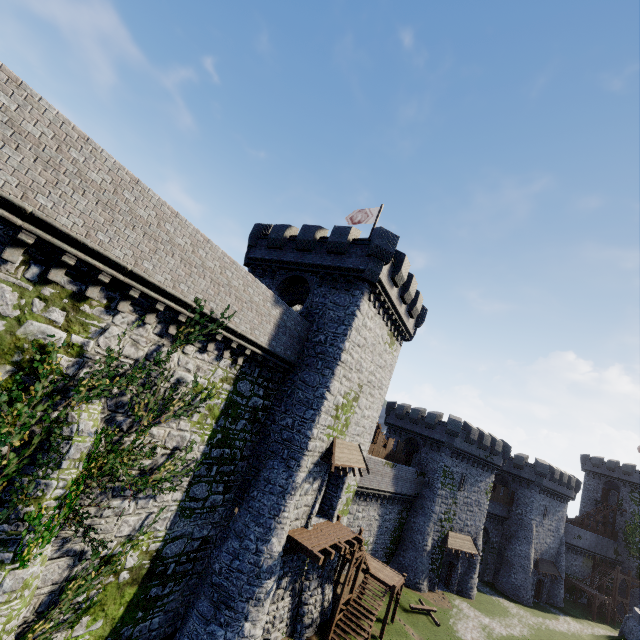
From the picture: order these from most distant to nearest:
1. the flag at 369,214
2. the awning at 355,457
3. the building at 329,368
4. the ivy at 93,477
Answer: the flag at 369,214 → the awning at 355,457 → the building at 329,368 → the ivy at 93,477

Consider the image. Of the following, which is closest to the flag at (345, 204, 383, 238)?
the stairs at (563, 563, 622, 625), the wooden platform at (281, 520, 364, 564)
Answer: the wooden platform at (281, 520, 364, 564)

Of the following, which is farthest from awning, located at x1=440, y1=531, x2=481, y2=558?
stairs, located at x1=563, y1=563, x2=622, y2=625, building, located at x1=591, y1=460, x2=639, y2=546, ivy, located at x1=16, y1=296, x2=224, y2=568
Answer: building, located at x1=591, y1=460, x2=639, y2=546

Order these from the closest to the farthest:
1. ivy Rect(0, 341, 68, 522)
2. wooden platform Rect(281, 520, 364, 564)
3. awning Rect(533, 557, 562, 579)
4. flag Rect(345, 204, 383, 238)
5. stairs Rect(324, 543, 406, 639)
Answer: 1. ivy Rect(0, 341, 68, 522)
2. wooden platform Rect(281, 520, 364, 564)
3. stairs Rect(324, 543, 406, 639)
4. flag Rect(345, 204, 383, 238)
5. awning Rect(533, 557, 562, 579)

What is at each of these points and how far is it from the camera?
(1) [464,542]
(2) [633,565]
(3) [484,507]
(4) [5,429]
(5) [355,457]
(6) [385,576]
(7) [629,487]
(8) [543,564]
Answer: (1) awning, 35.3m
(2) building, 51.7m
(3) building, 38.0m
(4) ivy, 8.3m
(5) awning, 20.9m
(6) stairs, 23.5m
(7) building, 56.2m
(8) awning, 43.0m

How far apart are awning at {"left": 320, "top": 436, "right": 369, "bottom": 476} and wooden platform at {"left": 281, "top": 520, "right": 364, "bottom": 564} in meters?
3.1 m

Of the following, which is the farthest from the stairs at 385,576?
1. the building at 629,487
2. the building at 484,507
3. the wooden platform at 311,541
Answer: the building at 629,487

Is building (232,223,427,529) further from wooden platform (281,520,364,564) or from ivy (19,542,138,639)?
ivy (19,542,138,639)
